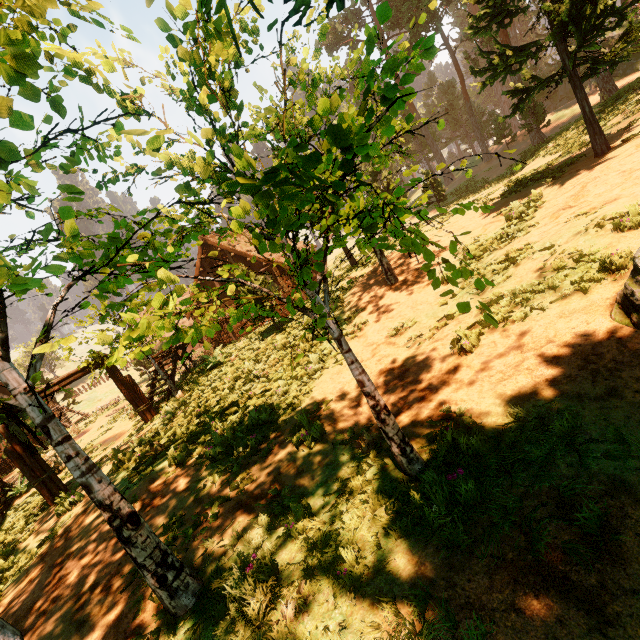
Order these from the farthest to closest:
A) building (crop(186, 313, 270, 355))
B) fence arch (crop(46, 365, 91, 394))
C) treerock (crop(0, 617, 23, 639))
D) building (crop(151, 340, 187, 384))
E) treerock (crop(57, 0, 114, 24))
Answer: building (crop(186, 313, 270, 355)), building (crop(151, 340, 187, 384)), fence arch (crop(46, 365, 91, 394)), treerock (crop(0, 617, 23, 639)), treerock (crop(57, 0, 114, 24))

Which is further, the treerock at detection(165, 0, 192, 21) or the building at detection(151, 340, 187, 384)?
the building at detection(151, 340, 187, 384)

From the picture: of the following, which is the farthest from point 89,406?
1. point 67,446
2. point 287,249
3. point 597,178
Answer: point 597,178

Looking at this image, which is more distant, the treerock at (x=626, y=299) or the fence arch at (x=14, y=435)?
the fence arch at (x=14, y=435)

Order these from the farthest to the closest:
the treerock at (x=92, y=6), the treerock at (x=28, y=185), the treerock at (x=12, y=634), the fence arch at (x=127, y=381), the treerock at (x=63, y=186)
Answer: the fence arch at (x=127, y=381), the treerock at (x=12, y=634), the treerock at (x=92, y=6), the treerock at (x=63, y=186), the treerock at (x=28, y=185)

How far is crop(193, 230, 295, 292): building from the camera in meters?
22.8

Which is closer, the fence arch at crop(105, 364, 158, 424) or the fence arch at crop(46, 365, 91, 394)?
the fence arch at crop(46, 365, 91, 394)
